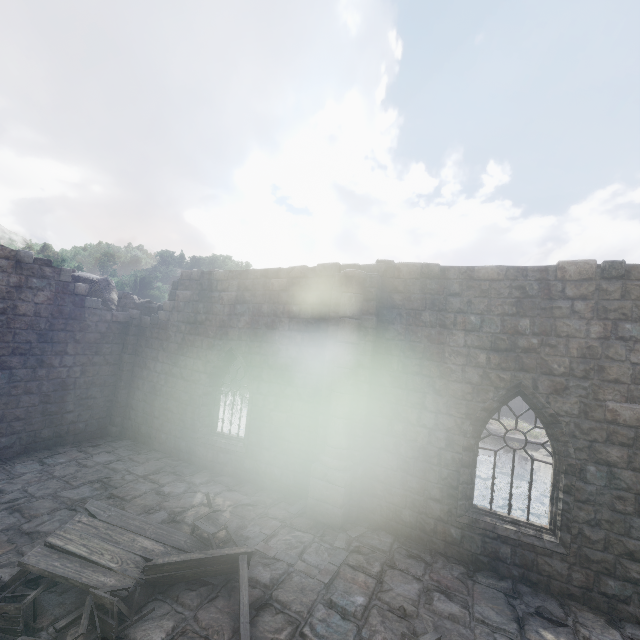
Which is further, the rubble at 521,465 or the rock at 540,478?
the rubble at 521,465

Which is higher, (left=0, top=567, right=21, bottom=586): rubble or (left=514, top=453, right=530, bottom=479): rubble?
(left=0, top=567, right=21, bottom=586): rubble

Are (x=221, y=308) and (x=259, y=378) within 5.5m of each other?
yes

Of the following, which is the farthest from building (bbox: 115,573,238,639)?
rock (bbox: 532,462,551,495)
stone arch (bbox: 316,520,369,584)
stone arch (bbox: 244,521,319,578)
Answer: rock (bbox: 532,462,551,495)

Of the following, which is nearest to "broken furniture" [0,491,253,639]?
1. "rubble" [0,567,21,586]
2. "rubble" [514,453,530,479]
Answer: "rubble" [0,567,21,586]

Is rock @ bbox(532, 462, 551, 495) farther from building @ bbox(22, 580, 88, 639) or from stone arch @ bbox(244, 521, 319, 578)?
stone arch @ bbox(244, 521, 319, 578)

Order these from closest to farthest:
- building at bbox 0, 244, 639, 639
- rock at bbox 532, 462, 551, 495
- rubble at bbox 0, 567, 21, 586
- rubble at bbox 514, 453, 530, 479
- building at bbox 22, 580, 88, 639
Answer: building at bbox 22, 580, 88, 639 → rubble at bbox 0, 567, 21, 586 → building at bbox 0, 244, 639, 639 → rock at bbox 532, 462, 551, 495 → rubble at bbox 514, 453, 530, 479

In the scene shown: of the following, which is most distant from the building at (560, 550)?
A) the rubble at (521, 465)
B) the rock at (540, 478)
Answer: the rubble at (521, 465)
